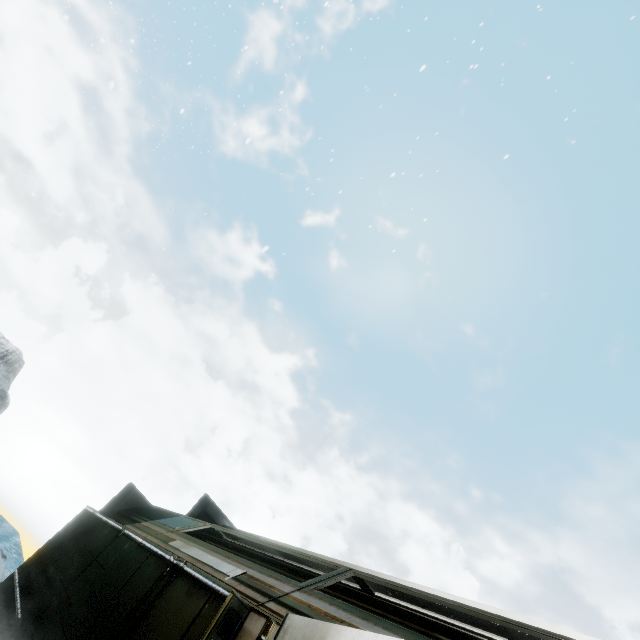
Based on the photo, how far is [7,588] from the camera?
6.0 meters
